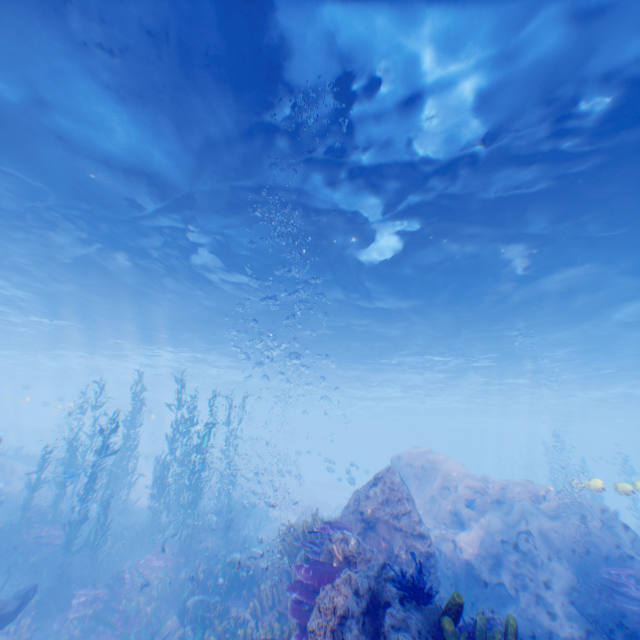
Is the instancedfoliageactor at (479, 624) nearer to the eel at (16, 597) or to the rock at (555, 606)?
the rock at (555, 606)

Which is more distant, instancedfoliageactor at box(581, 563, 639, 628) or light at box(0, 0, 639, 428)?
instancedfoliageactor at box(581, 563, 639, 628)

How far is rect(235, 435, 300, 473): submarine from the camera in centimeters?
4448cm

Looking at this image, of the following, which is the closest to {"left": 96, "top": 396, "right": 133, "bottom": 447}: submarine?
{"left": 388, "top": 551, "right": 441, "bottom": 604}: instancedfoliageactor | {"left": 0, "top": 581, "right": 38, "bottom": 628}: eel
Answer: {"left": 0, "top": 581, "right": 38, "bottom": 628}: eel

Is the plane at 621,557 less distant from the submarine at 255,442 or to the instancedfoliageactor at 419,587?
the instancedfoliageactor at 419,587

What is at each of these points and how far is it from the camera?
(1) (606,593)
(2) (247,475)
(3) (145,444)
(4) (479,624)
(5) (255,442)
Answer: (1) instancedfoliageactor, 9.4m
(2) rock, 33.8m
(3) submarine, 43.4m
(4) instancedfoliageactor, 4.5m
(5) submarine, 47.2m

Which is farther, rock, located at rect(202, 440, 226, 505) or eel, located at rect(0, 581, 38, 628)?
rock, located at rect(202, 440, 226, 505)

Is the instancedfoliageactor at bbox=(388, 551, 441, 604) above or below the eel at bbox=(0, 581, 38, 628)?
above
